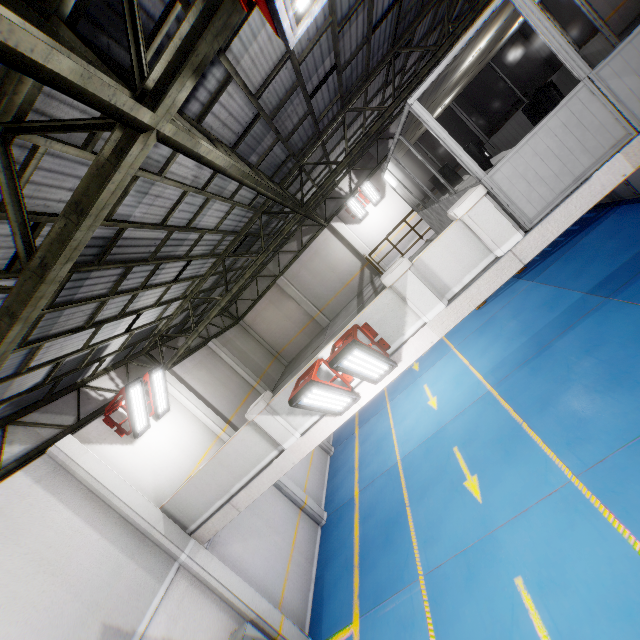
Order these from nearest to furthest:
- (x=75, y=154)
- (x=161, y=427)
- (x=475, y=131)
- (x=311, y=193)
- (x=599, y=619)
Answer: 1. (x=75, y=154)
2. (x=599, y=619)
3. (x=161, y=427)
4. (x=475, y=131)
5. (x=311, y=193)

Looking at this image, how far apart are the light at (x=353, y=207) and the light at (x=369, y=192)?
0.44m

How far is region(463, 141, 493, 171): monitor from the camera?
6.3m

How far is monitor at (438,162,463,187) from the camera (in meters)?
8.48

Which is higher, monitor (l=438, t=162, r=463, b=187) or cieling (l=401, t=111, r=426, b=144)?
cieling (l=401, t=111, r=426, b=144)

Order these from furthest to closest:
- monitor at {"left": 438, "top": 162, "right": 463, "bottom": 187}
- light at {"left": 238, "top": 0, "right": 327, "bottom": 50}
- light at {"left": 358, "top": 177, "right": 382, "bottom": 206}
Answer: light at {"left": 358, "top": 177, "right": 382, "bottom": 206} → monitor at {"left": 438, "top": 162, "right": 463, "bottom": 187} → light at {"left": 238, "top": 0, "right": 327, "bottom": 50}

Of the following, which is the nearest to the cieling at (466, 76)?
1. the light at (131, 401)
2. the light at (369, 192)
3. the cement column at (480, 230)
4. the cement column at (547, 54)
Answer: the cement column at (480, 230)

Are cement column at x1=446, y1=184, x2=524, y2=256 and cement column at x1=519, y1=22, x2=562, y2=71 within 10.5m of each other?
no
